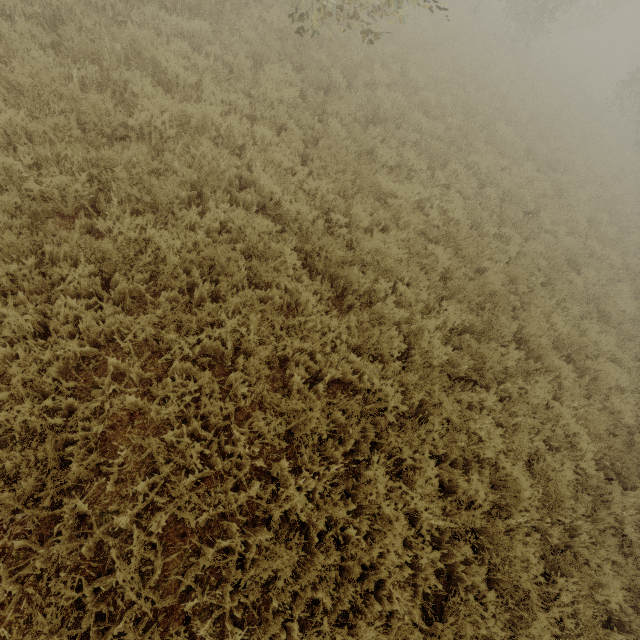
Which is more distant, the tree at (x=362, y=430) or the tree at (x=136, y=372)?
the tree at (x=362, y=430)

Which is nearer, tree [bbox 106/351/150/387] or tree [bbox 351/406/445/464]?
tree [bbox 106/351/150/387]

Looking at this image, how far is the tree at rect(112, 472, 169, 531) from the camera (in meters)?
2.97

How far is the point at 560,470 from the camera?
5.3 meters

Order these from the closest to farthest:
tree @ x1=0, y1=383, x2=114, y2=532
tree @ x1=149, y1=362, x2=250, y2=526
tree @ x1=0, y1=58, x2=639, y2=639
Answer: tree @ x1=0, y1=383, x2=114, y2=532
tree @ x1=149, y1=362, x2=250, y2=526
tree @ x1=0, y1=58, x2=639, y2=639
